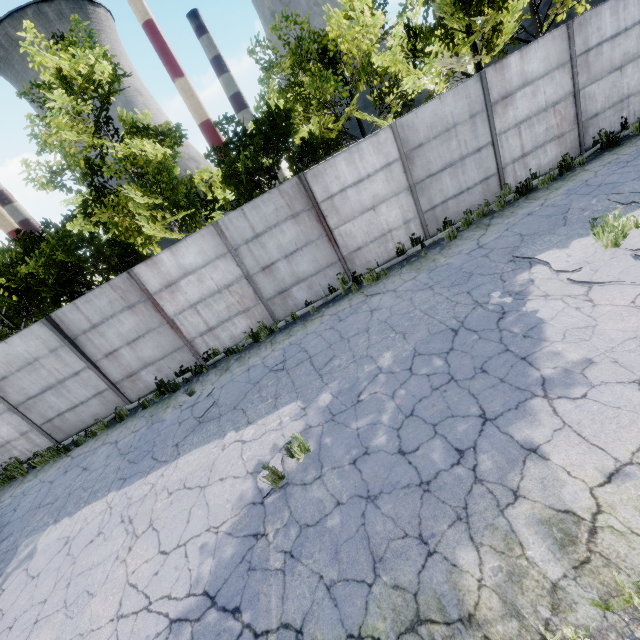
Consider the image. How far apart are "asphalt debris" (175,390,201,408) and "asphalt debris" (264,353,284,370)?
1.6m

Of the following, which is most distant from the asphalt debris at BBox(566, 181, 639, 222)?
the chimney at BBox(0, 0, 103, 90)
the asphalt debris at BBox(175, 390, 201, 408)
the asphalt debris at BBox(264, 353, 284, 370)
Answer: the chimney at BBox(0, 0, 103, 90)

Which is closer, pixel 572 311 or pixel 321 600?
pixel 321 600

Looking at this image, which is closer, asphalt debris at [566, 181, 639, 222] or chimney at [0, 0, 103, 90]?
asphalt debris at [566, 181, 639, 222]

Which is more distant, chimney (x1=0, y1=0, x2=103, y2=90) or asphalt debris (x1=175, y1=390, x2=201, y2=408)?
chimney (x1=0, y1=0, x2=103, y2=90)

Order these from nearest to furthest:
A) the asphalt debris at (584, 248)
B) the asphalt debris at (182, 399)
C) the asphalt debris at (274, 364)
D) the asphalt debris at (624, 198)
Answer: the asphalt debris at (584, 248) < the asphalt debris at (624, 198) < the asphalt debris at (274, 364) < the asphalt debris at (182, 399)

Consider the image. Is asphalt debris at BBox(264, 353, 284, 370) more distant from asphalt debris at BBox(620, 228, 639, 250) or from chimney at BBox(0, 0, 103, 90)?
chimney at BBox(0, 0, 103, 90)

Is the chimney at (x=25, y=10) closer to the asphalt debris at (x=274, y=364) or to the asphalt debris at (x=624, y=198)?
the asphalt debris at (x=274, y=364)
